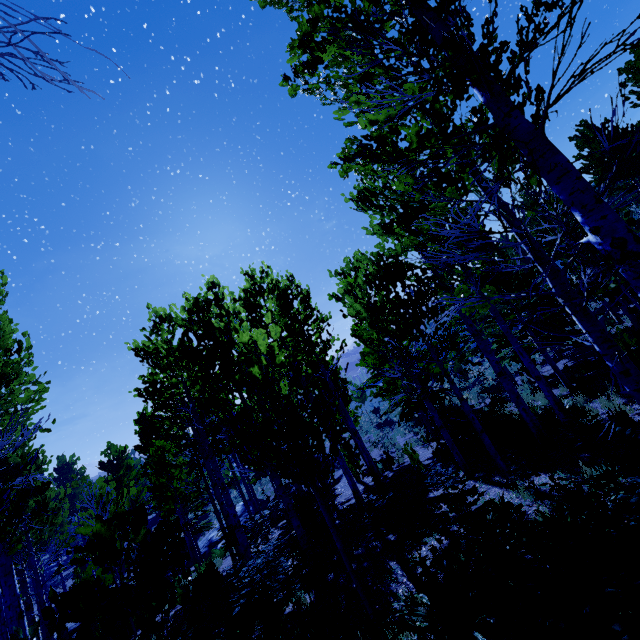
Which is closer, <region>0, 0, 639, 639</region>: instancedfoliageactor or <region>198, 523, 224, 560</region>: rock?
<region>0, 0, 639, 639</region>: instancedfoliageactor

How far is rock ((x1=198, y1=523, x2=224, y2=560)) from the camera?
21.0m

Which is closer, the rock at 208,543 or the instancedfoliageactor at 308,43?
the instancedfoliageactor at 308,43

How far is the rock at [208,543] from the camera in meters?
21.0

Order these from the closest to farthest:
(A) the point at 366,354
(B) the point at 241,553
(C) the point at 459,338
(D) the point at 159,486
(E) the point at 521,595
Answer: (E) the point at 521,595, (B) the point at 241,553, (D) the point at 159,486, (A) the point at 366,354, (C) the point at 459,338

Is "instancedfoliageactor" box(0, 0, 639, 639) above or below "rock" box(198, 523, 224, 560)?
above
